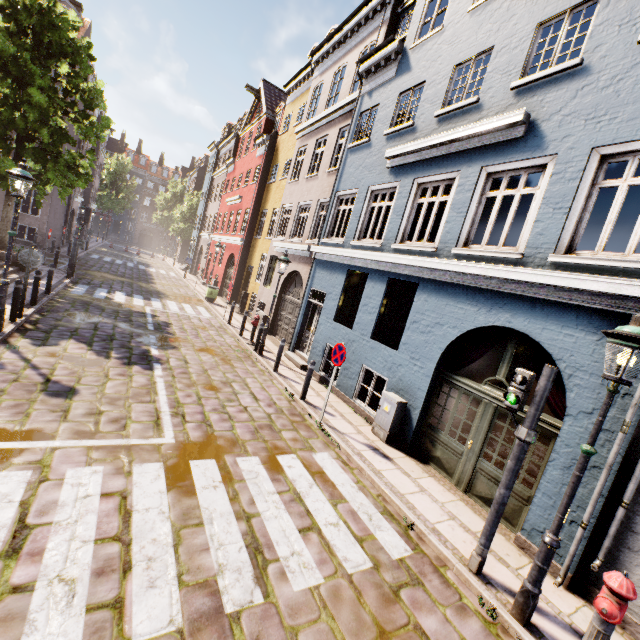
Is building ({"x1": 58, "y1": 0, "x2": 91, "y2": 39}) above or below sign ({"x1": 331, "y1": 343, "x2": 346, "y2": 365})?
above

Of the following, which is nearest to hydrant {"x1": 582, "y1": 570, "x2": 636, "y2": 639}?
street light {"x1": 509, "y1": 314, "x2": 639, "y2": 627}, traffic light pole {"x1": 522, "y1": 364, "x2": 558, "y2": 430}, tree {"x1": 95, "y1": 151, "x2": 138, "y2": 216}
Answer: street light {"x1": 509, "y1": 314, "x2": 639, "y2": 627}

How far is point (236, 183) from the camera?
25.2 meters

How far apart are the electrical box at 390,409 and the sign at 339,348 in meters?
1.3 m

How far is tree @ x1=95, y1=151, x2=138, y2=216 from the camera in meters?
48.6

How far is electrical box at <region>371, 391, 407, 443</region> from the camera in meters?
7.4 m

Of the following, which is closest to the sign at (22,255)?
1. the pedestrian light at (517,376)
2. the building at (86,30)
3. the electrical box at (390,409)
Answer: the building at (86,30)

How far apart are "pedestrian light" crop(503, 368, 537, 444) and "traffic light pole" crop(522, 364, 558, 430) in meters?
0.0
